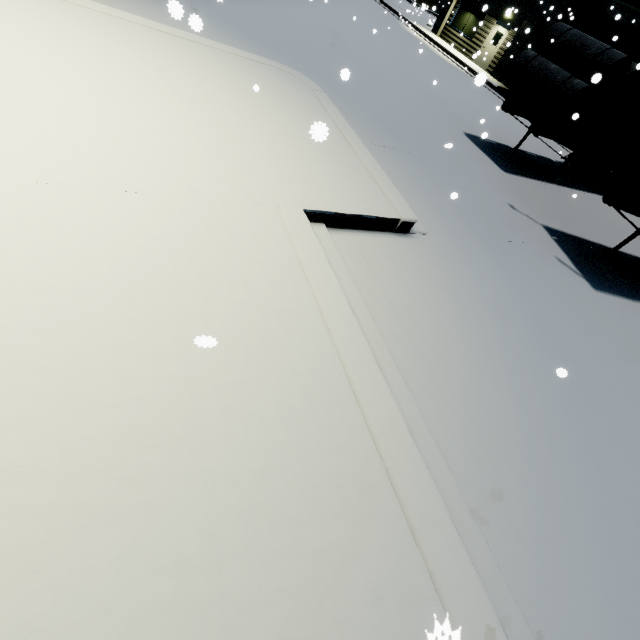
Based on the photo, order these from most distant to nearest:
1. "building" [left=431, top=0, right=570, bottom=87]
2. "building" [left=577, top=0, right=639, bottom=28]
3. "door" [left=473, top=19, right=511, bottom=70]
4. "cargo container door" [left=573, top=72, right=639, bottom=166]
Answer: "door" [left=473, top=19, right=511, bottom=70], "building" [left=431, top=0, right=570, bottom=87], "building" [left=577, top=0, right=639, bottom=28], "cargo container door" [left=573, top=72, right=639, bottom=166]

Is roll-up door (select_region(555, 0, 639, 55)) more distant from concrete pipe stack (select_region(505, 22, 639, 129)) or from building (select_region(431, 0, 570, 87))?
concrete pipe stack (select_region(505, 22, 639, 129))

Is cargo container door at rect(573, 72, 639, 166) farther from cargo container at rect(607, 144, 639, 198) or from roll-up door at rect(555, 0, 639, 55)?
roll-up door at rect(555, 0, 639, 55)

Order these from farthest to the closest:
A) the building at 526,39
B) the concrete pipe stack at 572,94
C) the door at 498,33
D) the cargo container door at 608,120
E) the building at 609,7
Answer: the door at 498,33 < the building at 526,39 < the building at 609,7 < the concrete pipe stack at 572,94 < the cargo container door at 608,120

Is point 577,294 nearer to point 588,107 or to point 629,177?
point 629,177

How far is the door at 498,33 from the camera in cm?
2072

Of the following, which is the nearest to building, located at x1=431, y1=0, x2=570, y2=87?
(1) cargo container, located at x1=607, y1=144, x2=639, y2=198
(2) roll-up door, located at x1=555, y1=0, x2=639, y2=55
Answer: (2) roll-up door, located at x1=555, y1=0, x2=639, y2=55

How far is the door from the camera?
20.72m
